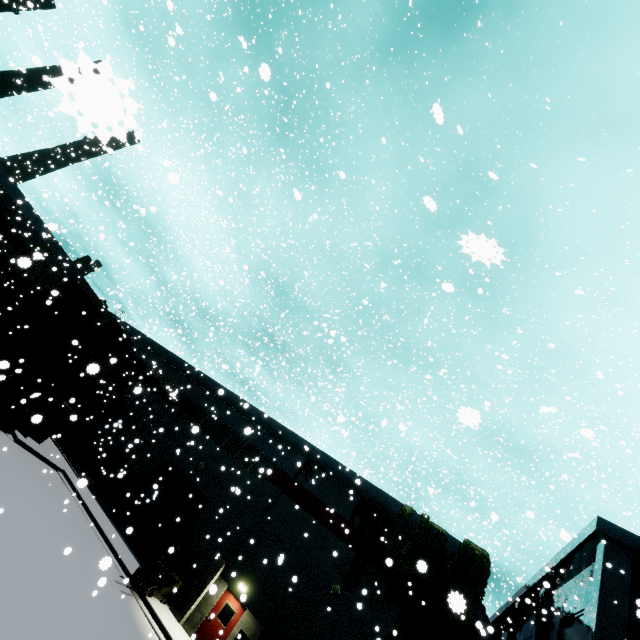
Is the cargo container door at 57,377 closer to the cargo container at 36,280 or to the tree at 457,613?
the cargo container at 36,280

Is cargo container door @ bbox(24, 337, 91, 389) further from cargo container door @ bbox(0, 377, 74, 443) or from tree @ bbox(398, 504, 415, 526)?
tree @ bbox(398, 504, 415, 526)

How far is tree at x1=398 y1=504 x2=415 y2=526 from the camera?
17.4 meters

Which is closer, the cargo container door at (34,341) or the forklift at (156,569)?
the forklift at (156,569)

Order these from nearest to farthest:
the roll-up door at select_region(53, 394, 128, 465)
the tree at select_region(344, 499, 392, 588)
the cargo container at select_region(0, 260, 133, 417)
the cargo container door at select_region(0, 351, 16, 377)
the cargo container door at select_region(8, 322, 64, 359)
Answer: the cargo container door at select_region(0, 351, 16, 377), the tree at select_region(344, 499, 392, 588), the cargo container door at select_region(8, 322, 64, 359), the cargo container at select_region(0, 260, 133, 417), the roll-up door at select_region(53, 394, 128, 465)

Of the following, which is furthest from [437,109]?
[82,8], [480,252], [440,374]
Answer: [82,8]

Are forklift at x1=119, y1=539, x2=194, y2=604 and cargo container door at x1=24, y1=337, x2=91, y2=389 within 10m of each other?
no

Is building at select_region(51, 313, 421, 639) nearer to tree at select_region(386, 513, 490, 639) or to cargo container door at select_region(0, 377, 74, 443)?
tree at select_region(386, 513, 490, 639)
